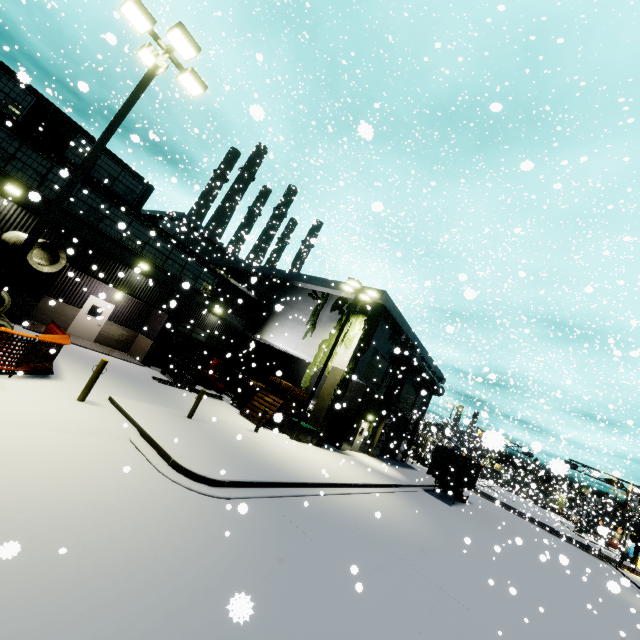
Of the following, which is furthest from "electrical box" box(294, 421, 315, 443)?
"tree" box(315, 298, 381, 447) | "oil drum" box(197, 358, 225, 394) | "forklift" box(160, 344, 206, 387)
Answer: "oil drum" box(197, 358, 225, 394)

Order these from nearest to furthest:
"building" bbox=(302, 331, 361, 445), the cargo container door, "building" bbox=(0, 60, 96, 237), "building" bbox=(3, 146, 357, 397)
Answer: "building" bbox=(0, 60, 96, 237) < "building" bbox=(3, 146, 357, 397) < "building" bbox=(302, 331, 361, 445) < the cargo container door

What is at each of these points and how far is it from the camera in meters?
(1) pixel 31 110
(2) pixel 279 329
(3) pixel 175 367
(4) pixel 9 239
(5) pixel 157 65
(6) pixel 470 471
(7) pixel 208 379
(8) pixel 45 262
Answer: (1) building, 15.8 m
(2) building, 25.2 m
(3) forklift, 19.6 m
(4) concrete pipe, 12.9 m
(5) light, 8.9 m
(6) cargo container, 27.1 m
(7) oil drum, 22.6 m
(8) concrete pipe, 12.1 m

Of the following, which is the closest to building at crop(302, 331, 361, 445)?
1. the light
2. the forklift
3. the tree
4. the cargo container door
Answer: the tree

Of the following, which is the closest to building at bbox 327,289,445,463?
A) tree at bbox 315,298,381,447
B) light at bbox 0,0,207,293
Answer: tree at bbox 315,298,381,447

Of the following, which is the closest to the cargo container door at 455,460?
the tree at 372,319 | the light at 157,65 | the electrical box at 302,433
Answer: the tree at 372,319

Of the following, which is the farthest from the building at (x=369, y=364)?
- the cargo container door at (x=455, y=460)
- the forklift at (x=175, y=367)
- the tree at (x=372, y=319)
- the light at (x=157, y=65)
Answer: the cargo container door at (x=455, y=460)

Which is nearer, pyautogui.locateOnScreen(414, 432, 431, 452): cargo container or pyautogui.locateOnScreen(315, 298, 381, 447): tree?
pyautogui.locateOnScreen(315, 298, 381, 447): tree
